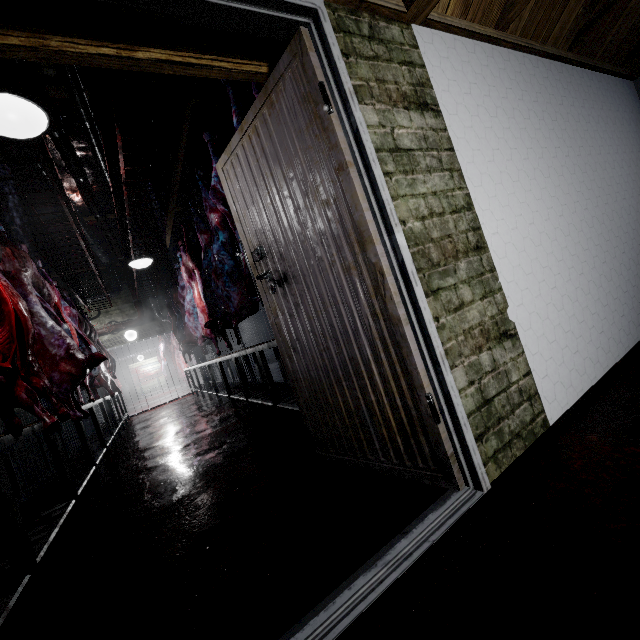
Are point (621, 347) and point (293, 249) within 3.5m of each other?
yes

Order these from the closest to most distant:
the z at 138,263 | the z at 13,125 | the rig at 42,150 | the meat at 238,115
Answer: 1. the z at 13,125
2. the meat at 238,115
3. the rig at 42,150
4. the z at 138,263

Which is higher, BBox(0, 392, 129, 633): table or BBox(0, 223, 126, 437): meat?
BBox(0, 223, 126, 437): meat

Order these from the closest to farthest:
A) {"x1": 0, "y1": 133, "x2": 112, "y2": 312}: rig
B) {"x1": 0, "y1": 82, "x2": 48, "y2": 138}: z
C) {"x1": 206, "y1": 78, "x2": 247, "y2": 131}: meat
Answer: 1. {"x1": 0, "y1": 82, "x2": 48, "y2": 138}: z
2. {"x1": 206, "y1": 78, "x2": 247, "y2": 131}: meat
3. {"x1": 0, "y1": 133, "x2": 112, "y2": 312}: rig

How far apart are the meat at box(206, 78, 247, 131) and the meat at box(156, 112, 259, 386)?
2.89m

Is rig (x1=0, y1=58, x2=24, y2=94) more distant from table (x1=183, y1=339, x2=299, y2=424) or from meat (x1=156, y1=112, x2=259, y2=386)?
table (x1=183, y1=339, x2=299, y2=424)

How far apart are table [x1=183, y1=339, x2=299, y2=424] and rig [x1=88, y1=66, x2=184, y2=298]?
2.2 meters

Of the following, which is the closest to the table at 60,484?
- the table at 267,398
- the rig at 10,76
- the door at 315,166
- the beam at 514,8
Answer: the door at 315,166
